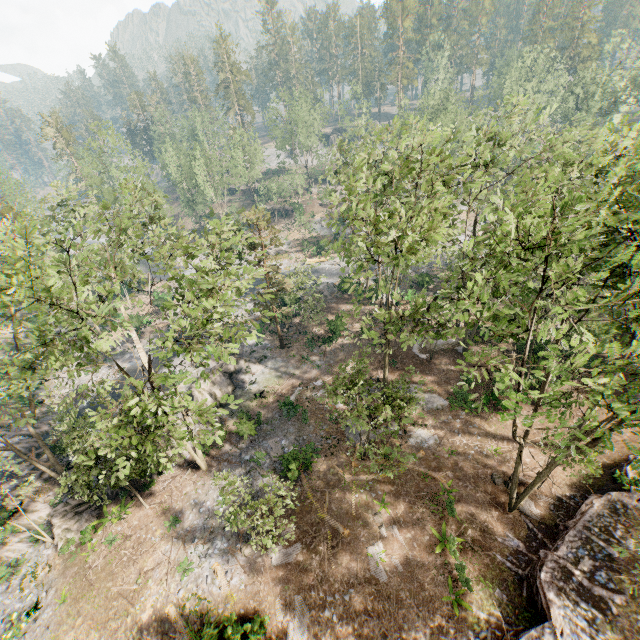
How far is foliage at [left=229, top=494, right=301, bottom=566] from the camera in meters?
15.2

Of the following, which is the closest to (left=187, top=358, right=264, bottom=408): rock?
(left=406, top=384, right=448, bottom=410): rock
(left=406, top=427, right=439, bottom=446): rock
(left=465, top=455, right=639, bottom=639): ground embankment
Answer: (left=406, top=384, right=448, bottom=410): rock

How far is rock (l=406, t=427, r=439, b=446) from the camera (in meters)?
23.73

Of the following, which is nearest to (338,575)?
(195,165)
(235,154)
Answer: (195,165)

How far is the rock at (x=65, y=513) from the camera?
21.0 meters

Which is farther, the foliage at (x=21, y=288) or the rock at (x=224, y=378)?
the rock at (x=224, y=378)

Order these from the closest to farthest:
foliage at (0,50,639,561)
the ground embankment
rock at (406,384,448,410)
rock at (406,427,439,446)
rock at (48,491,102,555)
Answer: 1. foliage at (0,50,639,561)
2. the ground embankment
3. rock at (48,491,102,555)
4. rock at (406,427,439,446)
5. rock at (406,384,448,410)
